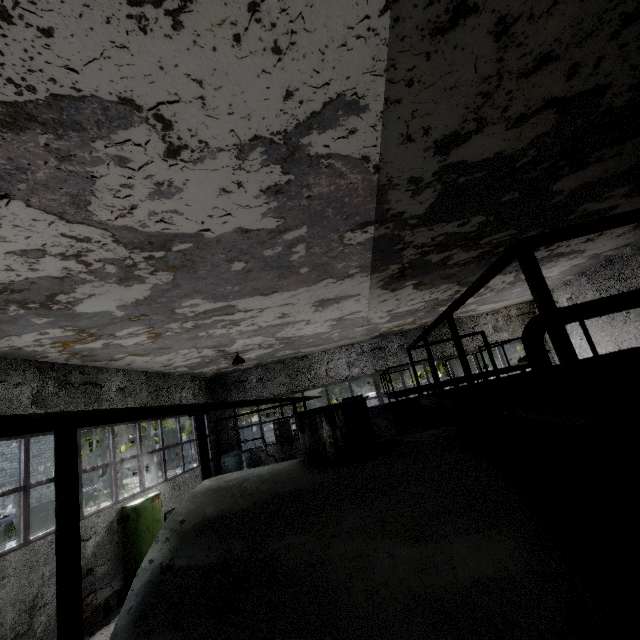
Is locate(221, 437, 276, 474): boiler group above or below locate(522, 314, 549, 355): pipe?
below

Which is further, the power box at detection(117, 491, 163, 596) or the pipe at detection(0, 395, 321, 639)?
the power box at detection(117, 491, 163, 596)

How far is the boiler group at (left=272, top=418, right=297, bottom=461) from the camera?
16.62m

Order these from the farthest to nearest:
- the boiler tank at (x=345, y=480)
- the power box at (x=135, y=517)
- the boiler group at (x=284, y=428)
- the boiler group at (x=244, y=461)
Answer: the boiler group at (x=284, y=428), the boiler group at (x=244, y=461), the power box at (x=135, y=517), the boiler tank at (x=345, y=480)

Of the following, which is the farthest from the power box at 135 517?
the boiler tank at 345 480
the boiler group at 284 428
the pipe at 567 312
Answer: the pipe at 567 312

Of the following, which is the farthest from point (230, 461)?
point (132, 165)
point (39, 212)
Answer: point (132, 165)

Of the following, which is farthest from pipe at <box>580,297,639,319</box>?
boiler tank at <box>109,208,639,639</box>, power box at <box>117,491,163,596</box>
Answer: power box at <box>117,491,163,596</box>
